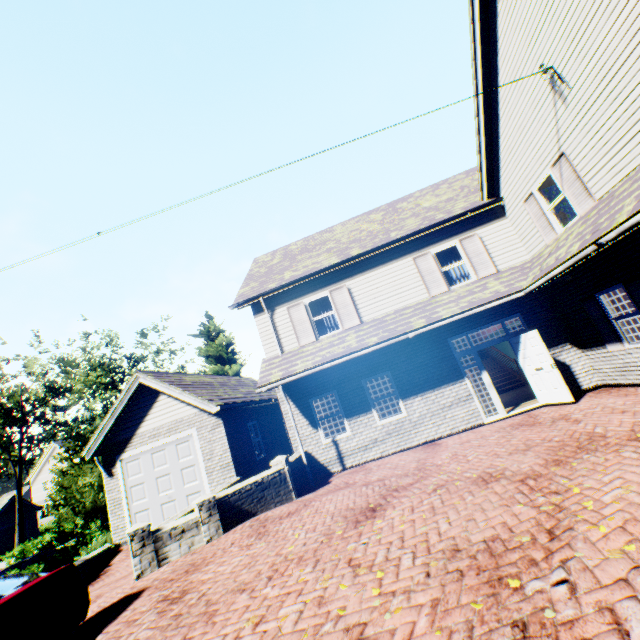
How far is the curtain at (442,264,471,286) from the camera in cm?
1174

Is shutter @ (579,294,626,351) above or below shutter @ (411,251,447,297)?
below

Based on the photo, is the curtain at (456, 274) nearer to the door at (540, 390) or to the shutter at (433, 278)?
the shutter at (433, 278)

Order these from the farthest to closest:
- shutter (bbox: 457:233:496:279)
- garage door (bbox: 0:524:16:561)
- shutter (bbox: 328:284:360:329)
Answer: garage door (bbox: 0:524:16:561) < shutter (bbox: 328:284:360:329) < shutter (bbox: 457:233:496:279)

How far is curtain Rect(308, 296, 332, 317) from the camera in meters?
12.5 m

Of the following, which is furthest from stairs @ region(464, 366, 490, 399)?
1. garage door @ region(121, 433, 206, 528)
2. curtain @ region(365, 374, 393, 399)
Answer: garage door @ region(121, 433, 206, 528)

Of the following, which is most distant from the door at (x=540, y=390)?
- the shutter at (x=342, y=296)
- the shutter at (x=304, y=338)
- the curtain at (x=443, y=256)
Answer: the shutter at (x=304, y=338)

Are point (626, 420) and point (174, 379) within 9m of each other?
no
